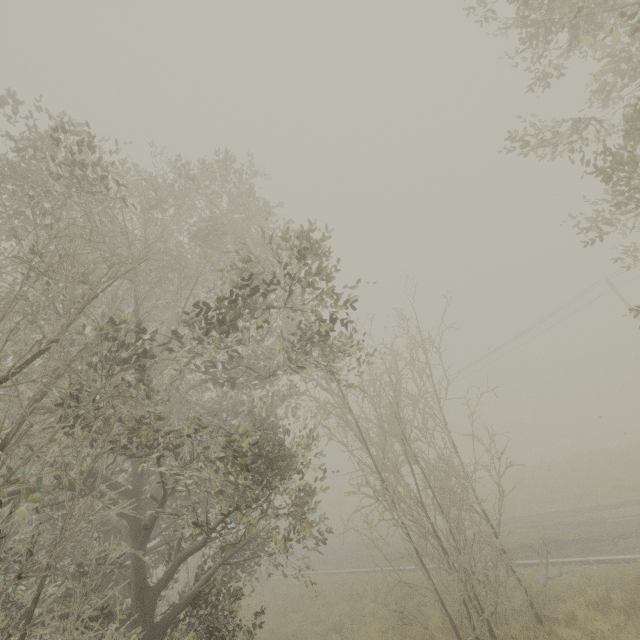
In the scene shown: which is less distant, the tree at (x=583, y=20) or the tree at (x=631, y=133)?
the tree at (x=583, y=20)

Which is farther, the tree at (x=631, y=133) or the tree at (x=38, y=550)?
the tree at (x=631, y=133)

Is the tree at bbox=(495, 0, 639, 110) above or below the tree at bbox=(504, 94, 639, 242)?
above

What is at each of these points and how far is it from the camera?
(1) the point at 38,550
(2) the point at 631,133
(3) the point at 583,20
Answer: (1) tree, 9.9m
(2) tree, 5.6m
(3) tree, 6.0m

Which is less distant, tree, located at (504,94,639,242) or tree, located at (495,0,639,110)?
tree, located at (495,0,639,110)

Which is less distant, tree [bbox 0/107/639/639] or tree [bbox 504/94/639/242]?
tree [bbox 0/107/639/639]
